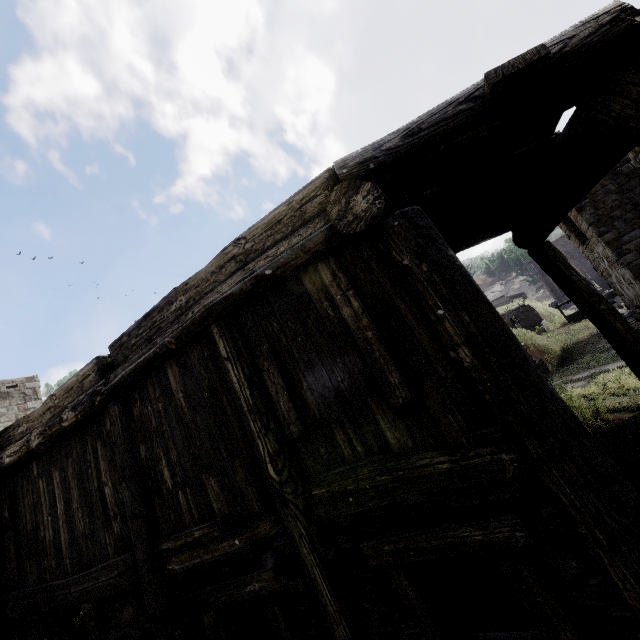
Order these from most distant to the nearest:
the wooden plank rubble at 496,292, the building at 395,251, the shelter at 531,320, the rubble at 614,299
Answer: the wooden plank rubble at 496,292
the shelter at 531,320
the rubble at 614,299
the building at 395,251

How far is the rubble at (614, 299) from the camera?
22.7 meters

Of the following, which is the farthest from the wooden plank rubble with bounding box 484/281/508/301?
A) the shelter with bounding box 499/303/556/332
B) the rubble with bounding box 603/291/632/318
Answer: the rubble with bounding box 603/291/632/318

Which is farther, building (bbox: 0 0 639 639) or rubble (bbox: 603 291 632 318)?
rubble (bbox: 603 291 632 318)

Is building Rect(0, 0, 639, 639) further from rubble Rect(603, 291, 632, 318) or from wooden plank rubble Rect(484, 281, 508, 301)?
wooden plank rubble Rect(484, 281, 508, 301)

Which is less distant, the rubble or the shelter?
the rubble

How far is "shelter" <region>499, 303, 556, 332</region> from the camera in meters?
30.9 m

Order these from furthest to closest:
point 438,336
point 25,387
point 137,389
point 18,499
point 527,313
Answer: point 527,313
point 25,387
point 18,499
point 137,389
point 438,336
